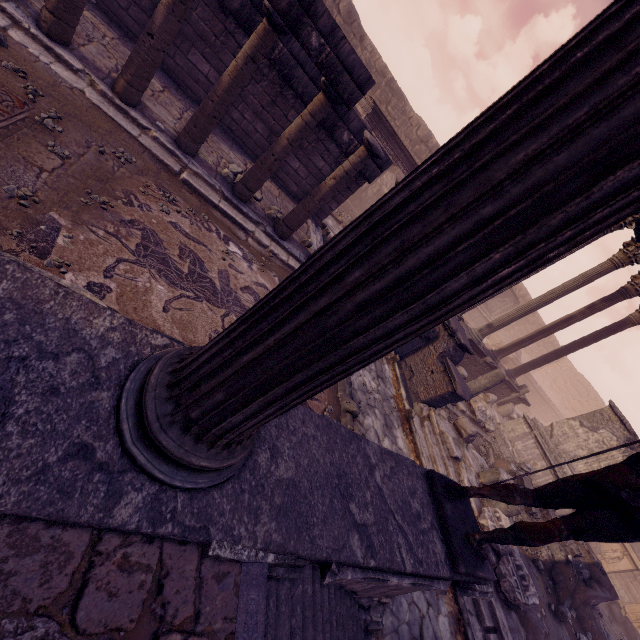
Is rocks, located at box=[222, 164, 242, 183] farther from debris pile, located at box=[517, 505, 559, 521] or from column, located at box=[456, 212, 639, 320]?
debris pile, located at box=[517, 505, 559, 521]

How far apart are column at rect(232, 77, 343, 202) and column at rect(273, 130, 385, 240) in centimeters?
61cm

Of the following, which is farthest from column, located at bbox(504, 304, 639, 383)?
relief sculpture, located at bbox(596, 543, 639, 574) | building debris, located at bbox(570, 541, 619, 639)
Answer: relief sculpture, located at bbox(596, 543, 639, 574)

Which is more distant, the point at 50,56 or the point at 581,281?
the point at 581,281

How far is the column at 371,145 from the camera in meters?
5.8 m

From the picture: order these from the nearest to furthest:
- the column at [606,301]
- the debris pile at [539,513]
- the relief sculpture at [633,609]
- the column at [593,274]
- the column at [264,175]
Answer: the column at [264,175]
the debris pile at [539,513]
the column at [593,274]
the column at [606,301]
the relief sculpture at [633,609]

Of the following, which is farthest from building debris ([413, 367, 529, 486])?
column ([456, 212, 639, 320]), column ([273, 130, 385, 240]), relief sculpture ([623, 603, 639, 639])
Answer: relief sculpture ([623, 603, 639, 639])

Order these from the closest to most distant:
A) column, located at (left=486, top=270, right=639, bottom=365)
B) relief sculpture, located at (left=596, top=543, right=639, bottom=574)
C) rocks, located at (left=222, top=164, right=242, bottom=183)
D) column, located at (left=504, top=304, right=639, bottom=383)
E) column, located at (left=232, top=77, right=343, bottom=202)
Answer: column, located at (left=232, top=77, right=343, bottom=202) → rocks, located at (left=222, top=164, right=242, bottom=183) → column, located at (left=486, top=270, right=639, bottom=365) → column, located at (left=504, top=304, right=639, bottom=383) → relief sculpture, located at (left=596, top=543, right=639, bottom=574)
